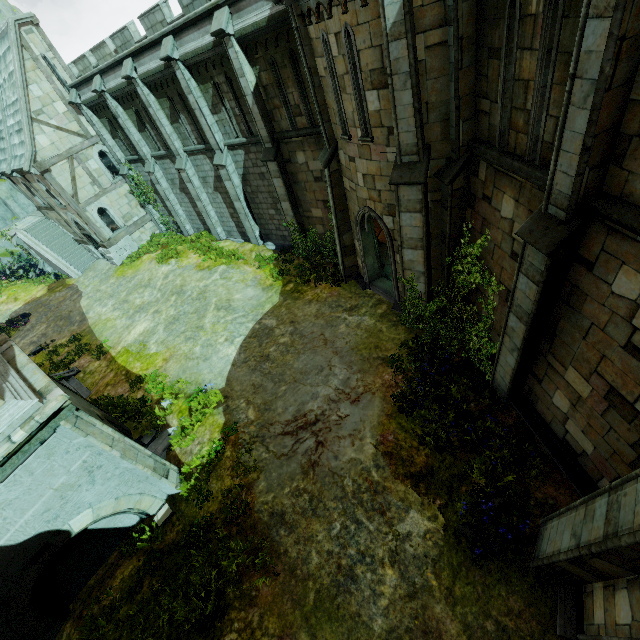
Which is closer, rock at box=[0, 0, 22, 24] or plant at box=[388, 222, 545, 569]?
plant at box=[388, 222, 545, 569]

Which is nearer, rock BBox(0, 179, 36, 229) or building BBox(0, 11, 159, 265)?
building BBox(0, 11, 159, 265)

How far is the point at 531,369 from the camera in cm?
817

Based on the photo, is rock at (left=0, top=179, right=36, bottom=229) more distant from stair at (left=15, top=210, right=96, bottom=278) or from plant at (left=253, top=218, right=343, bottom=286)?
plant at (left=253, top=218, right=343, bottom=286)

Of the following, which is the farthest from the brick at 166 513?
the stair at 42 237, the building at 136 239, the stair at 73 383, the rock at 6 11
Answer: the rock at 6 11

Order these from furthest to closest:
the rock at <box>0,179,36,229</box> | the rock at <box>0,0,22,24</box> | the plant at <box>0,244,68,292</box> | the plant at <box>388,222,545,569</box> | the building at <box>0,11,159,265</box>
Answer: the rock at <box>0,0,22,24</box> < the rock at <box>0,179,36,229</box> < the plant at <box>0,244,68,292</box> < the building at <box>0,11,159,265</box> < the plant at <box>388,222,545,569</box>

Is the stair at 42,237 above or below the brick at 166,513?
above

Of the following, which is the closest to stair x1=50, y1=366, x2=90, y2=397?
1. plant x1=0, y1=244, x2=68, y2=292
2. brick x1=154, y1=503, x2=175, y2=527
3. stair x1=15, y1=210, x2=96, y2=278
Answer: brick x1=154, y1=503, x2=175, y2=527
